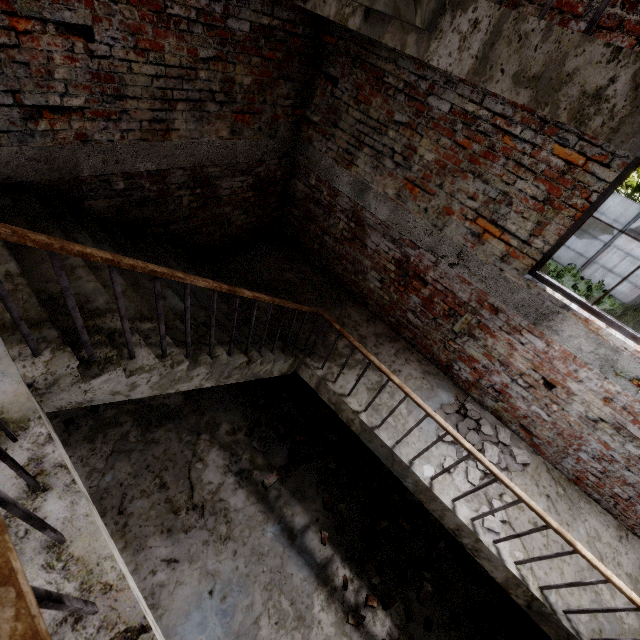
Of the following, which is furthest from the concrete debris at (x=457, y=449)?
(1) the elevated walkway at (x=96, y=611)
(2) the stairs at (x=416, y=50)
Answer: (1) the elevated walkway at (x=96, y=611)

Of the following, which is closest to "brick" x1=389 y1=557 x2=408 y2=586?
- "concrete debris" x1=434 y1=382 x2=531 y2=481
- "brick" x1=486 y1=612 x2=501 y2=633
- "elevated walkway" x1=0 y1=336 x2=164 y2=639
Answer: "brick" x1=486 y1=612 x2=501 y2=633

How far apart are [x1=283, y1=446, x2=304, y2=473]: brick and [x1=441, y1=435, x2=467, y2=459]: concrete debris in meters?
2.1 m

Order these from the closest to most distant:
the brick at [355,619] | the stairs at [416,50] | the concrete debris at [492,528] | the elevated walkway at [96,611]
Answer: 1. the elevated walkway at [96,611]
2. the stairs at [416,50]
3. the concrete debris at [492,528]
4. the brick at [355,619]

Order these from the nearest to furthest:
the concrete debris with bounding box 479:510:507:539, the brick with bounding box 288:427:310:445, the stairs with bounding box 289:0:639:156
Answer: the stairs with bounding box 289:0:639:156 → the concrete debris with bounding box 479:510:507:539 → the brick with bounding box 288:427:310:445

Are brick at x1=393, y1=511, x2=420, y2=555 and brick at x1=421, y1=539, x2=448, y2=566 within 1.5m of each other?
yes

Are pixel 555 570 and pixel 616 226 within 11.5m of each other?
no

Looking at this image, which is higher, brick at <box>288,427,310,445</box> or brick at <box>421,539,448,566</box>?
brick at <box>421,539,448,566</box>
